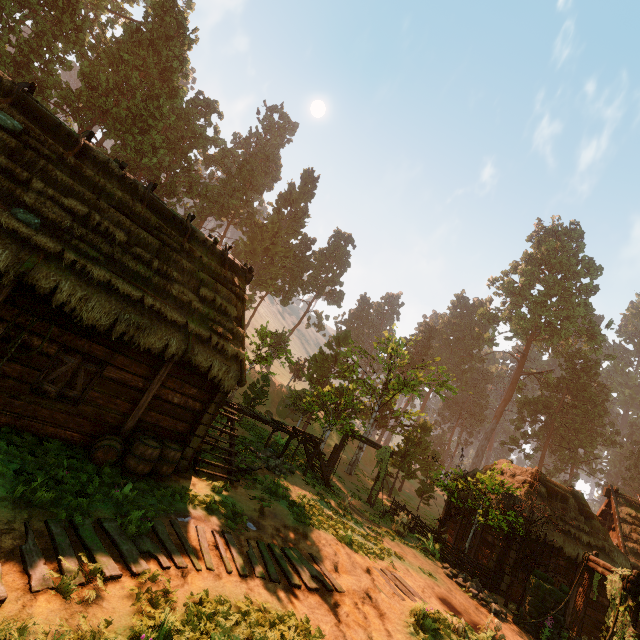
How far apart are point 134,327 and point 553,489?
22.0m

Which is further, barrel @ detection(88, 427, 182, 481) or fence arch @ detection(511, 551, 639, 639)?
fence arch @ detection(511, 551, 639, 639)

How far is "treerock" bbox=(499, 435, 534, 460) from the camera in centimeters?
4631cm

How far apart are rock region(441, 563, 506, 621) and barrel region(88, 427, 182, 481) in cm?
1222

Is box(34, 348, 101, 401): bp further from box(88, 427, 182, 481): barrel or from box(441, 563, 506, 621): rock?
box(441, 563, 506, 621): rock

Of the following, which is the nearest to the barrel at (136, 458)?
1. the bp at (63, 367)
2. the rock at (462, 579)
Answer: the bp at (63, 367)

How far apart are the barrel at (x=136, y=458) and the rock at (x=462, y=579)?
12.2m

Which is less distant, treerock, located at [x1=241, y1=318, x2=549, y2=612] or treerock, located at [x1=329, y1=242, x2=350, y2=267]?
treerock, located at [x1=241, y1=318, x2=549, y2=612]
